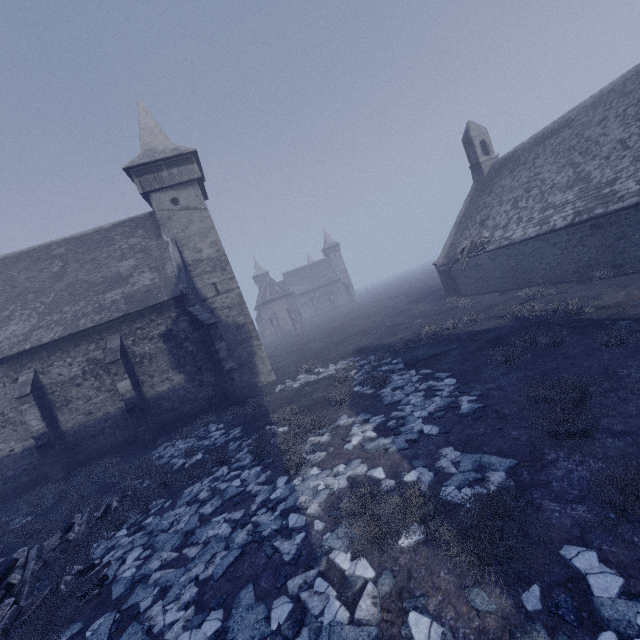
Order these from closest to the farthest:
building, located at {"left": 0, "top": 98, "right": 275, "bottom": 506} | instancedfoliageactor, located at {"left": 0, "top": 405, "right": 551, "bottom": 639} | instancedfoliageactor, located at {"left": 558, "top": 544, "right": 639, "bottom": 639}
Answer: instancedfoliageactor, located at {"left": 558, "top": 544, "right": 639, "bottom": 639}, instancedfoliageactor, located at {"left": 0, "top": 405, "right": 551, "bottom": 639}, building, located at {"left": 0, "top": 98, "right": 275, "bottom": 506}

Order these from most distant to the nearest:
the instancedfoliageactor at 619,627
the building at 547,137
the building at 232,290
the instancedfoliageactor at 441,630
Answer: the building at 232,290 → the building at 547,137 → the instancedfoliageactor at 441,630 → the instancedfoliageactor at 619,627

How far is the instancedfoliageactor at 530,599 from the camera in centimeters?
335cm

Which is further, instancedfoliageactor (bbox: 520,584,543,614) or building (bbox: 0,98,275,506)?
building (bbox: 0,98,275,506)

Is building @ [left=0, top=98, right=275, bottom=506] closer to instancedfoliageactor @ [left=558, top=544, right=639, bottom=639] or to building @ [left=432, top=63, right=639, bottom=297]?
instancedfoliageactor @ [left=558, top=544, right=639, bottom=639]

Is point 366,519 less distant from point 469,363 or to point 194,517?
point 194,517

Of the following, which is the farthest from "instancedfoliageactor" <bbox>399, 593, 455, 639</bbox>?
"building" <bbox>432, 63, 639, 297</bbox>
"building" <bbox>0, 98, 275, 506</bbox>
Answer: "building" <bbox>432, 63, 639, 297</bbox>
